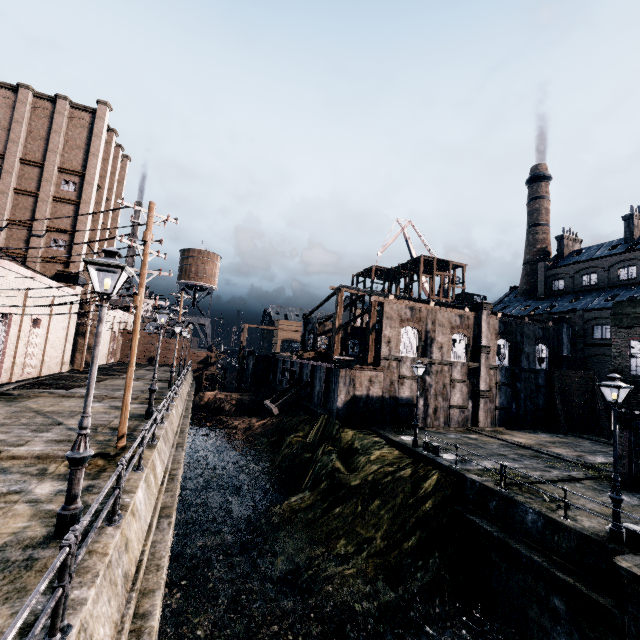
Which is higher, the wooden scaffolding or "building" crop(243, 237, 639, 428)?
the wooden scaffolding

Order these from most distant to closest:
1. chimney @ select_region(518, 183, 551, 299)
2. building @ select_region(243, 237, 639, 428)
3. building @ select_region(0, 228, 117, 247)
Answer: chimney @ select_region(518, 183, 551, 299) → building @ select_region(0, 228, 117, 247) → building @ select_region(243, 237, 639, 428)

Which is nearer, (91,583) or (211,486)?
(91,583)

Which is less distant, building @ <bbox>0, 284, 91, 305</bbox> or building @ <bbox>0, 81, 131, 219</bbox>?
building @ <bbox>0, 284, 91, 305</bbox>

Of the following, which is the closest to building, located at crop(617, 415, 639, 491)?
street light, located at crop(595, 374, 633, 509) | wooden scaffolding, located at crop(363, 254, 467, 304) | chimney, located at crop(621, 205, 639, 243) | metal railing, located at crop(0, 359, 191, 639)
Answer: wooden scaffolding, located at crop(363, 254, 467, 304)

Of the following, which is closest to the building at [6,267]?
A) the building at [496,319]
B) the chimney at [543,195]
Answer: the building at [496,319]

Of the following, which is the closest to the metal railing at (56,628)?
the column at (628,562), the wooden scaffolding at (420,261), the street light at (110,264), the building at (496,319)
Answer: the street light at (110,264)

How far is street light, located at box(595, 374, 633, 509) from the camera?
11.4m
